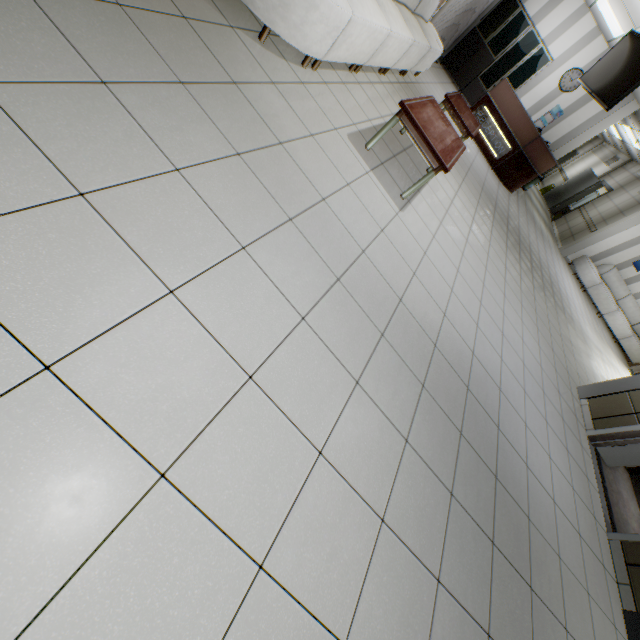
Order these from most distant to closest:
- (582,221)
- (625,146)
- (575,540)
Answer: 1. (625,146)
2. (582,221)
3. (575,540)

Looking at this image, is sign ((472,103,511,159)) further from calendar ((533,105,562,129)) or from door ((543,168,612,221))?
door ((543,168,612,221))

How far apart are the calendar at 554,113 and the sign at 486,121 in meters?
3.4 m

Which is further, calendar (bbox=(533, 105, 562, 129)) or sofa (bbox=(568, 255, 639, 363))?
sofa (bbox=(568, 255, 639, 363))

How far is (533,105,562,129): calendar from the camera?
9.9m

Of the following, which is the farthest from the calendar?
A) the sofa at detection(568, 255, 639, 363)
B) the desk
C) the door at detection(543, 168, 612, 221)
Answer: the door at detection(543, 168, 612, 221)

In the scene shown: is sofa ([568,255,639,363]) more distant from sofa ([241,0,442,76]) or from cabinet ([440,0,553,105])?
sofa ([241,0,442,76])

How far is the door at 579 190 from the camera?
14.11m
